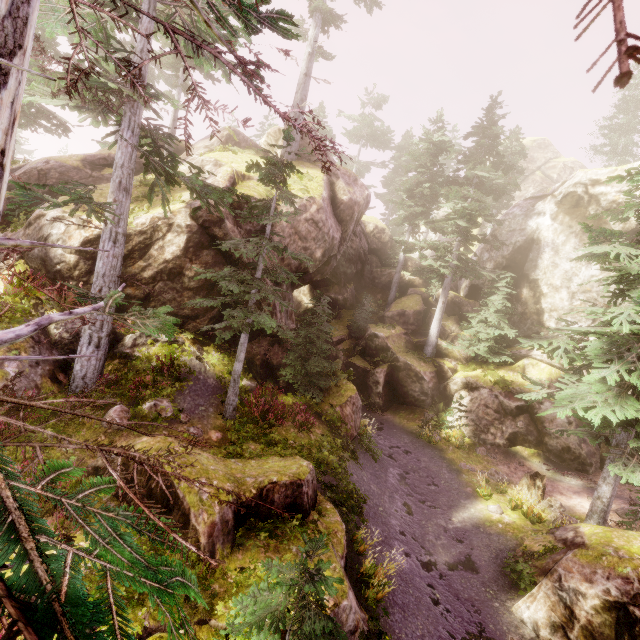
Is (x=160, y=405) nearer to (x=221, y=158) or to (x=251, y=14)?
(x=251, y=14)

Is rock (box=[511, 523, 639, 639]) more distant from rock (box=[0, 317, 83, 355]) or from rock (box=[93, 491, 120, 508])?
rock (box=[93, 491, 120, 508])

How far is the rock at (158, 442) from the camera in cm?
722

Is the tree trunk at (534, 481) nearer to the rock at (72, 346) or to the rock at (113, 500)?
the rock at (72, 346)

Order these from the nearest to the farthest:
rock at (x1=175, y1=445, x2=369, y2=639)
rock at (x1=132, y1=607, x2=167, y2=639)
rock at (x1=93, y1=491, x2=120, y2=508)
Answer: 1. rock at (x1=132, y1=607, x2=167, y2=639)
2. rock at (x1=175, y1=445, x2=369, y2=639)
3. rock at (x1=93, y1=491, x2=120, y2=508)

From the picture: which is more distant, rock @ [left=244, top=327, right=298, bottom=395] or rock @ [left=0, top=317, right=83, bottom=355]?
rock @ [left=244, top=327, right=298, bottom=395]

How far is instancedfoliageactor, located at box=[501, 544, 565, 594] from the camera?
9.1m

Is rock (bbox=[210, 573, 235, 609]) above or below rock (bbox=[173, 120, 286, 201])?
below
